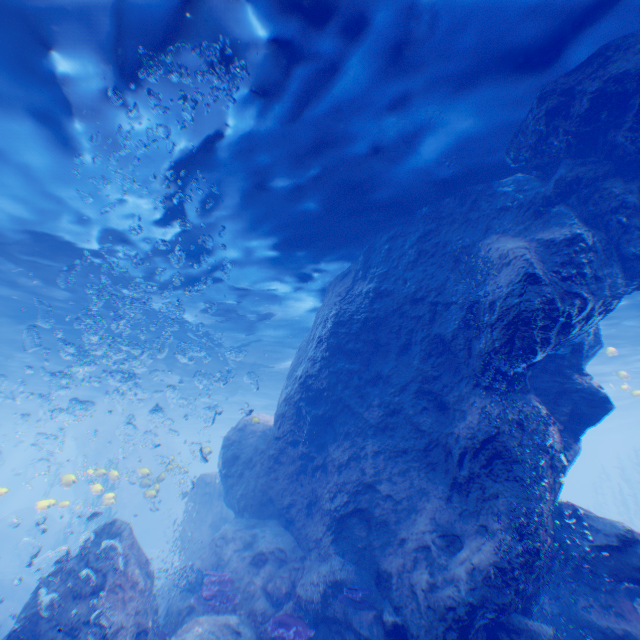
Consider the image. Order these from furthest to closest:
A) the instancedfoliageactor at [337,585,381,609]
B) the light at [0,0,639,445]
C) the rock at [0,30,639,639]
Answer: the instancedfoliageactor at [337,585,381,609] → the rock at [0,30,639,639] → the light at [0,0,639,445]

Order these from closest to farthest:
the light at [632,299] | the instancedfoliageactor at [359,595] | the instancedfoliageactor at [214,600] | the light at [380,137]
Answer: the light at [380,137] → the instancedfoliageactor at [359,595] → the instancedfoliageactor at [214,600] → the light at [632,299]

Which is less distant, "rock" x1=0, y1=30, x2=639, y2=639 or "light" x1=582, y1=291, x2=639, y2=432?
"rock" x1=0, y1=30, x2=639, y2=639

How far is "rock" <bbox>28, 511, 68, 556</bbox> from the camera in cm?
2859

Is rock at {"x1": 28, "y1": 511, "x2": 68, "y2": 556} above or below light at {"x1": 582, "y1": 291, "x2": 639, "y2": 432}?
below

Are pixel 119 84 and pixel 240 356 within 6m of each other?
no

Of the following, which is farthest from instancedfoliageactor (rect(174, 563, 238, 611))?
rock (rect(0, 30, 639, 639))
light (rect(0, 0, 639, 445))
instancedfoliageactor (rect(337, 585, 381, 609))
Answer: instancedfoliageactor (rect(337, 585, 381, 609))

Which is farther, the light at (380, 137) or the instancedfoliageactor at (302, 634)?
the instancedfoliageactor at (302, 634)
